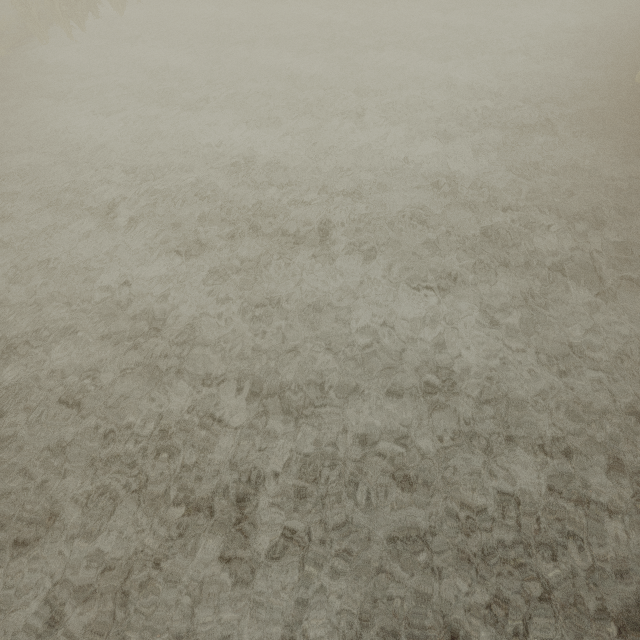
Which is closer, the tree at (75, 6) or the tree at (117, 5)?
the tree at (75, 6)

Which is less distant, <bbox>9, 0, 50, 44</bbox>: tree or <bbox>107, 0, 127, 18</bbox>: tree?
<bbox>9, 0, 50, 44</bbox>: tree

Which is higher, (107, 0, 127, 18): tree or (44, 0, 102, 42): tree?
(44, 0, 102, 42): tree

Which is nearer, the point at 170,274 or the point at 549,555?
the point at 549,555
